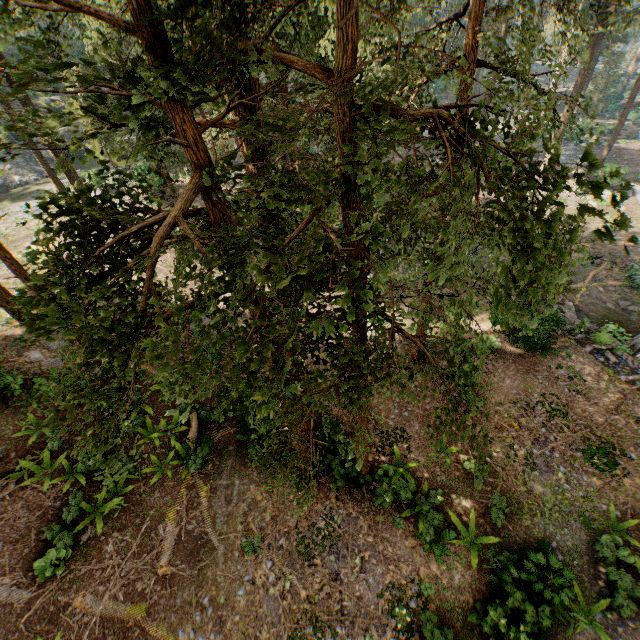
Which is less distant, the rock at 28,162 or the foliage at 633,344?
the foliage at 633,344

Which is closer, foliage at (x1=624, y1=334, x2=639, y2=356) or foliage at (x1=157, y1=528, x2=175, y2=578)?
foliage at (x1=157, y1=528, x2=175, y2=578)

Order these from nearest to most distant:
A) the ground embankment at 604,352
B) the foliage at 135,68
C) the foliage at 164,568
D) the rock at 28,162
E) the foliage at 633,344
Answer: the foliage at 135,68 → the foliage at 164,568 → the ground embankment at 604,352 → the foliage at 633,344 → the rock at 28,162

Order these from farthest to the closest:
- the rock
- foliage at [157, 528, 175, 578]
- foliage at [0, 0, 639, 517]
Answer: the rock, foliage at [157, 528, 175, 578], foliage at [0, 0, 639, 517]

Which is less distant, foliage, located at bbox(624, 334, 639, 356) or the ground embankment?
the ground embankment

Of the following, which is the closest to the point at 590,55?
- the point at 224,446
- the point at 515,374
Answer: the point at 515,374

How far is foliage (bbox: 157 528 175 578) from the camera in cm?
1198

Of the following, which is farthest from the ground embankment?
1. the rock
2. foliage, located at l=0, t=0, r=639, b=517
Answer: the rock
